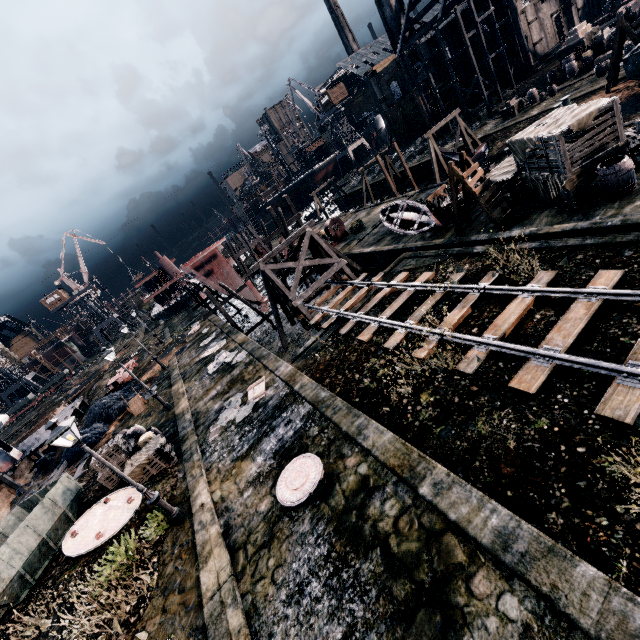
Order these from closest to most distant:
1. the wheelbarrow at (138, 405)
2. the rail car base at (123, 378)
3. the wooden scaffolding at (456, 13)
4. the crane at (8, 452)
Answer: the wheelbarrow at (138, 405), the crane at (8, 452), the rail car base at (123, 378), the wooden scaffolding at (456, 13)

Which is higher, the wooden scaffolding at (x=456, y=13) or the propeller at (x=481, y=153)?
the wooden scaffolding at (x=456, y=13)

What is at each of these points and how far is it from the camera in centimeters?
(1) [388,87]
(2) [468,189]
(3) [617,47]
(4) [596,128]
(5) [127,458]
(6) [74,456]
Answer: (1) building, 5941cm
(2) ladder, 1631cm
(3) ladder, 2181cm
(4) wooden chest, 1298cm
(5) wooden chest, 1730cm
(6) coal pile, 2477cm

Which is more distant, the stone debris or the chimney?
the chimney

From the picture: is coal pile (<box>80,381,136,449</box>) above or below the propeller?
above

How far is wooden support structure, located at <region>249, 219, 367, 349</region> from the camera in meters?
22.2

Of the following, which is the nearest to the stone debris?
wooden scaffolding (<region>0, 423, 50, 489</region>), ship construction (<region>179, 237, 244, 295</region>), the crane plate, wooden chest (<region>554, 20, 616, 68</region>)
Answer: wooden scaffolding (<region>0, 423, 50, 489</region>)

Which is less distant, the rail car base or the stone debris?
the stone debris
